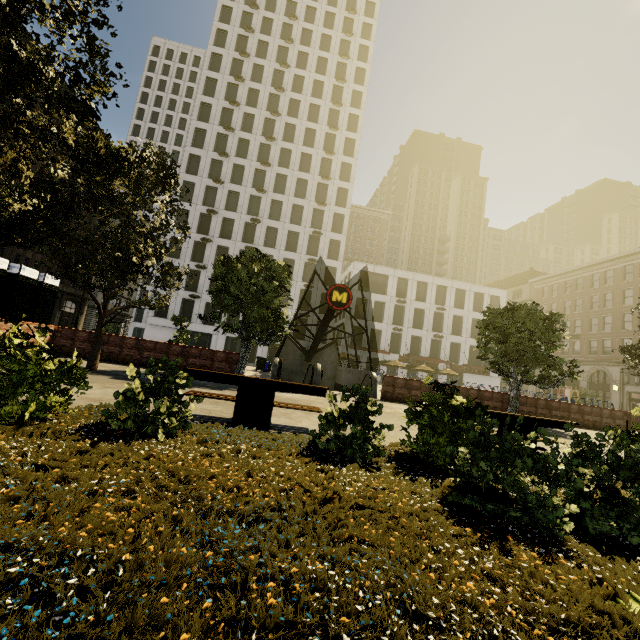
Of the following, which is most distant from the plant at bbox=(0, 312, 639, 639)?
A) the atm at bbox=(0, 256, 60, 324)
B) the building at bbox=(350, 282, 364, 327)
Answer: the building at bbox=(350, 282, 364, 327)

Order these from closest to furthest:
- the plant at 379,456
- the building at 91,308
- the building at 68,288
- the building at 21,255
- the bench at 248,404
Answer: the plant at 379,456, the bench at 248,404, the building at 21,255, the building at 68,288, the building at 91,308

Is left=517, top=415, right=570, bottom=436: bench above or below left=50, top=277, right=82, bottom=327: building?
below

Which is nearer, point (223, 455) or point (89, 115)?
point (223, 455)

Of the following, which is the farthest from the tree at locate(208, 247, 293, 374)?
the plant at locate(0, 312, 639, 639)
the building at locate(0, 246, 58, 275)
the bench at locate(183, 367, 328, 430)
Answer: the building at locate(0, 246, 58, 275)

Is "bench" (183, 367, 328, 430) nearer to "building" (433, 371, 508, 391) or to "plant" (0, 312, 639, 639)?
"plant" (0, 312, 639, 639)

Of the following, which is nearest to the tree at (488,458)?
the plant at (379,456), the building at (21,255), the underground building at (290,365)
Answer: the plant at (379,456)

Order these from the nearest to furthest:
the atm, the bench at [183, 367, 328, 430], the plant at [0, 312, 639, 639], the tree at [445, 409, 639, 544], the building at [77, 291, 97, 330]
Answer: the plant at [0, 312, 639, 639]
the tree at [445, 409, 639, 544]
the bench at [183, 367, 328, 430]
the atm
the building at [77, 291, 97, 330]
